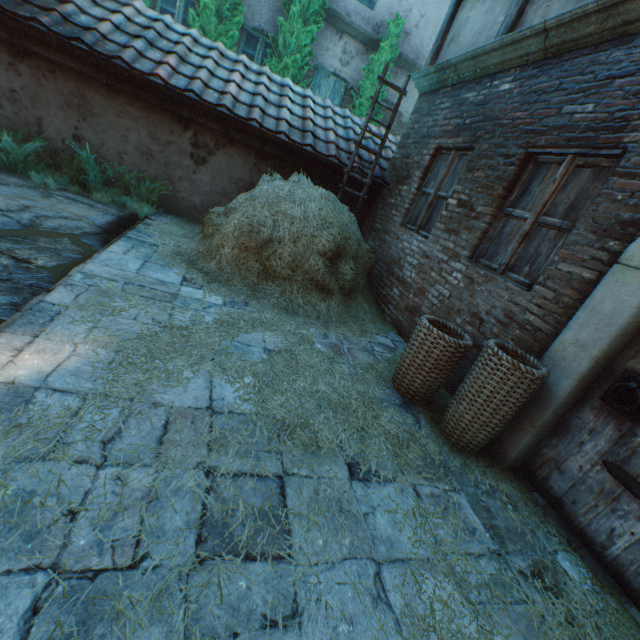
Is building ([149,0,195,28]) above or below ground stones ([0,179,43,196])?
above

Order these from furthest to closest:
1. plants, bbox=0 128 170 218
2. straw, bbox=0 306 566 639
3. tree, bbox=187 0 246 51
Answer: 1. tree, bbox=187 0 246 51
2. plants, bbox=0 128 170 218
3. straw, bbox=0 306 566 639

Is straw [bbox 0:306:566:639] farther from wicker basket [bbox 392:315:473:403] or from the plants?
the plants

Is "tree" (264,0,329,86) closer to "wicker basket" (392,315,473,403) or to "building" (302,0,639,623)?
"building" (302,0,639,623)

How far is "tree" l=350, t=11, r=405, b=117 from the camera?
8.2m

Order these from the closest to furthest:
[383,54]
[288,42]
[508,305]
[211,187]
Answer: [508,305], [211,187], [288,42], [383,54]

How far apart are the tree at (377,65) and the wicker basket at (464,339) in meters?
7.7 m

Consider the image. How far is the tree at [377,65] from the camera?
8.2 meters
